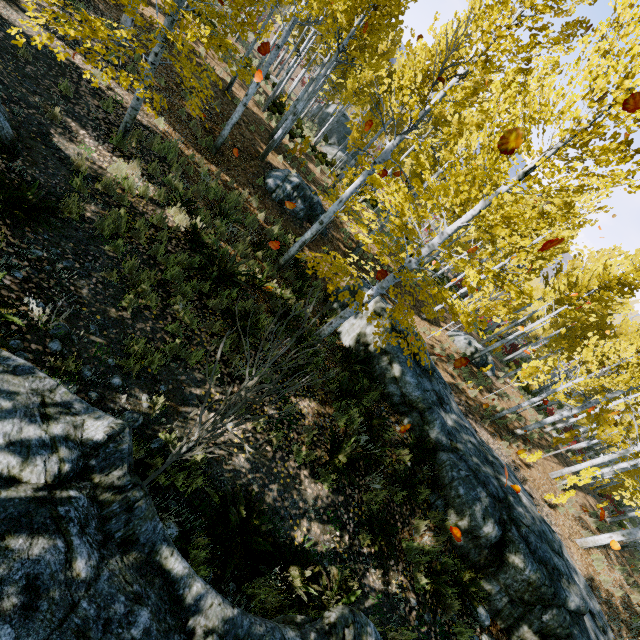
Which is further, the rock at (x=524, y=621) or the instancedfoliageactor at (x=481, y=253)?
the rock at (x=524, y=621)

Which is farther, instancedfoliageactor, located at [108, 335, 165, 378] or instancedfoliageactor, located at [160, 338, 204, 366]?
instancedfoliageactor, located at [160, 338, 204, 366]

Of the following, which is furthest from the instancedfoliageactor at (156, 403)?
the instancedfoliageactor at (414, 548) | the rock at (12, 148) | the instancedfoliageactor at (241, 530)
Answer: the instancedfoliageactor at (414, 548)

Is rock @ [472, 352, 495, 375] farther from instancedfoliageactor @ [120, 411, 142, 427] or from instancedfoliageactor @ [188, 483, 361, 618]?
instancedfoliageactor @ [188, 483, 361, 618]

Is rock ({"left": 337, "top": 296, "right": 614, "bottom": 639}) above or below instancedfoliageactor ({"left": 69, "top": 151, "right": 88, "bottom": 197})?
above

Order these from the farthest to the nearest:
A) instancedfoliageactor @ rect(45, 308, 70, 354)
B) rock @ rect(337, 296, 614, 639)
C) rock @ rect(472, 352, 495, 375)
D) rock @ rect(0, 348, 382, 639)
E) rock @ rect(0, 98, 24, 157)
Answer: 1. rock @ rect(472, 352, 495, 375)
2. rock @ rect(337, 296, 614, 639)
3. rock @ rect(0, 98, 24, 157)
4. instancedfoliageactor @ rect(45, 308, 70, 354)
5. rock @ rect(0, 348, 382, 639)

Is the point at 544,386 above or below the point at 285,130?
above

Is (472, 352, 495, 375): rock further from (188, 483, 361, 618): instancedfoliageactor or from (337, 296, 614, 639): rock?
(188, 483, 361, 618): instancedfoliageactor
